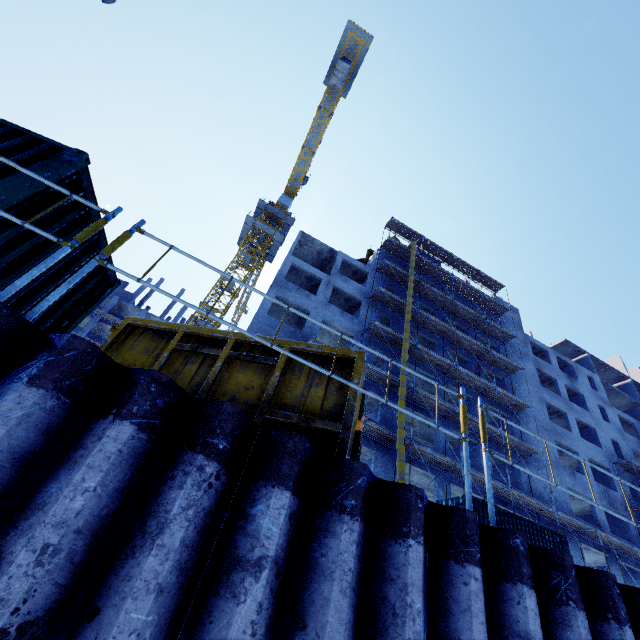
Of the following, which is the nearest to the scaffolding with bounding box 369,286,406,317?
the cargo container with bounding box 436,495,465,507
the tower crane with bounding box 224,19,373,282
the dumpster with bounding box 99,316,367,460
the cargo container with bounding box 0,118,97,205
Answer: the cargo container with bounding box 436,495,465,507

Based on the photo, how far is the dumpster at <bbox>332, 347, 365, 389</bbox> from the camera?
3.84m

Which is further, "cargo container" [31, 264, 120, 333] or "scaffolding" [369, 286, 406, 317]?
"scaffolding" [369, 286, 406, 317]

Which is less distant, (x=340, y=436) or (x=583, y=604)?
(x=583, y=604)

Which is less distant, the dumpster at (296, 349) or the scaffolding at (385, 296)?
the dumpster at (296, 349)

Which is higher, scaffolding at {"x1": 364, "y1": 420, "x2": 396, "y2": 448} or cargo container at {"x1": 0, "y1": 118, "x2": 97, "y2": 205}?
scaffolding at {"x1": 364, "y1": 420, "x2": 396, "y2": 448}

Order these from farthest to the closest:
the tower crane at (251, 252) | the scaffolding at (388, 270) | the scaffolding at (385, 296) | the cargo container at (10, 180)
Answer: the tower crane at (251, 252) < the scaffolding at (388, 270) < the scaffolding at (385, 296) < the cargo container at (10, 180)

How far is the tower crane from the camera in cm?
3712
